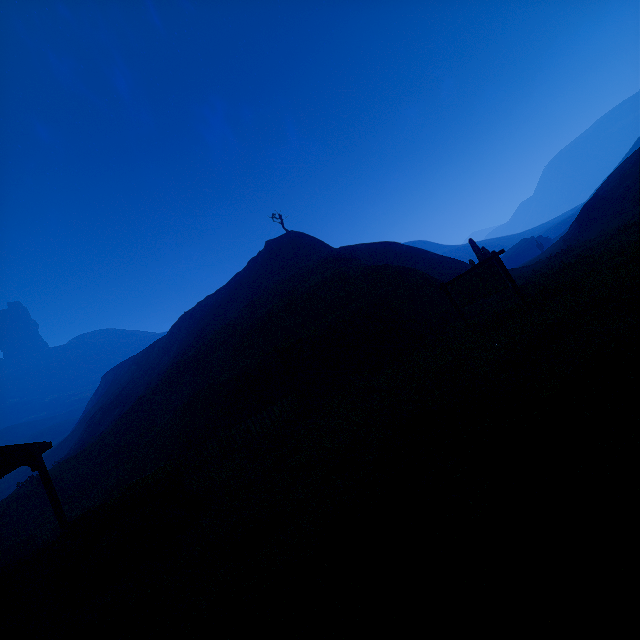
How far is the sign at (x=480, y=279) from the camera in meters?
11.1 m

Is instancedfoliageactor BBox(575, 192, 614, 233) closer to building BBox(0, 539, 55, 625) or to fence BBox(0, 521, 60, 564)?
fence BBox(0, 521, 60, 564)

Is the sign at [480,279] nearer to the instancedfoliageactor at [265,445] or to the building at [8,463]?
the instancedfoliageactor at [265,445]

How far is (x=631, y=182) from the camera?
30.2 meters

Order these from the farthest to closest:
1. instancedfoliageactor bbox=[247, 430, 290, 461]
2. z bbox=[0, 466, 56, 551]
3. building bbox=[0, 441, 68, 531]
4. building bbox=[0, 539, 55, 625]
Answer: z bbox=[0, 466, 56, 551], instancedfoliageactor bbox=[247, 430, 290, 461], building bbox=[0, 441, 68, 531], building bbox=[0, 539, 55, 625]

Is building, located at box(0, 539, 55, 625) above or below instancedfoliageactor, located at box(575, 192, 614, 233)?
below

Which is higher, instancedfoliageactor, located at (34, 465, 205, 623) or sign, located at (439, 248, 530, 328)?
sign, located at (439, 248, 530, 328)

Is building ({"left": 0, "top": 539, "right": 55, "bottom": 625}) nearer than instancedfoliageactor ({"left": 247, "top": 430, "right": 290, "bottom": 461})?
Yes
